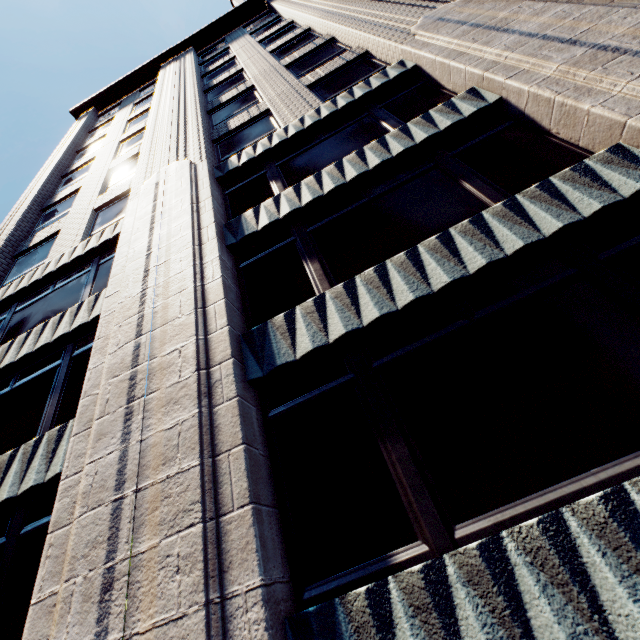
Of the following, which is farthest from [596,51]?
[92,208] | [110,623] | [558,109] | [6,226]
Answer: [6,226]
